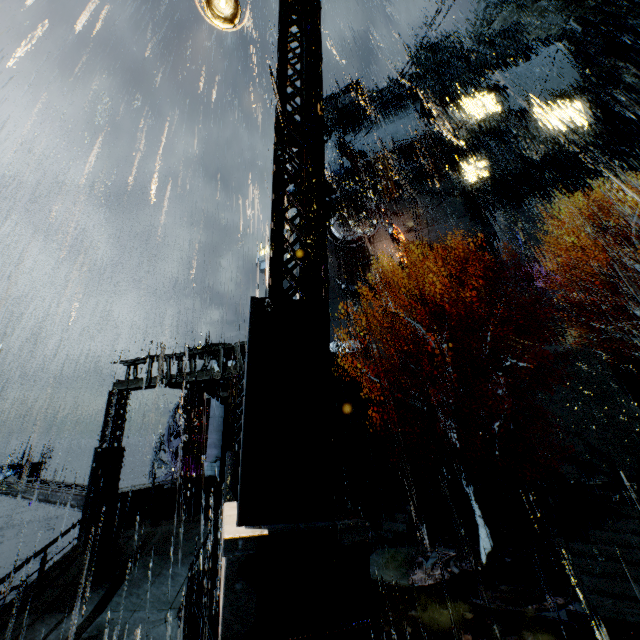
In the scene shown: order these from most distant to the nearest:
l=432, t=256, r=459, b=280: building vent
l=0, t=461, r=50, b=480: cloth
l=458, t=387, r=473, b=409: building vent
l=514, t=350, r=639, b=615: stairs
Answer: l=432, t=256, r=459, b=280: building vent
l=458, t=387, r=473, b=409: building vent
l=0, t=461, r=50, b=480: cloth
l=514, t=350, r=639, b=615: stairs

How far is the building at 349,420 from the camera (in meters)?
22.30

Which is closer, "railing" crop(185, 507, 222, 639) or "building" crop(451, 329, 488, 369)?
"railing" crop(185, 507, 222, 639)

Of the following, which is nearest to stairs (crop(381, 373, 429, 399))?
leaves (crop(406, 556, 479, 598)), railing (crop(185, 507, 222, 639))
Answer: leaves (crop(406, 556, 479, 598))

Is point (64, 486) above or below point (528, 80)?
below

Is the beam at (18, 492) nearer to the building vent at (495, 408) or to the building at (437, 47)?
the building at (437, 47)

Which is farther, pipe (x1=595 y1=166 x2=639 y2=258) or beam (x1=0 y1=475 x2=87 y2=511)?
pipe (x1=595 y1=166 x2=639 y2=258)

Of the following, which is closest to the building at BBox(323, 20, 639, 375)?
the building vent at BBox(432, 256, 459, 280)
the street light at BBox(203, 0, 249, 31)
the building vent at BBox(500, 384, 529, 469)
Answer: the building vent at BBox(432, 256, 459, 280)
